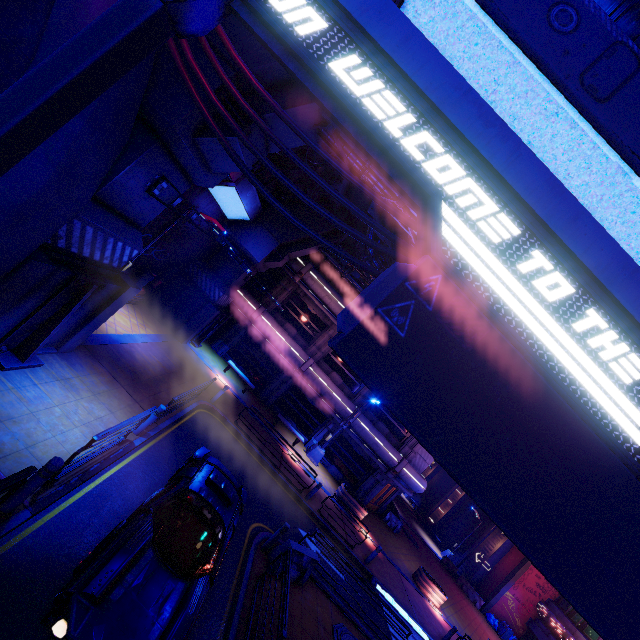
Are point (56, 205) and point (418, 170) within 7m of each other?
yes

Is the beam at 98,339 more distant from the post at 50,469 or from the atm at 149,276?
the post at 50,469

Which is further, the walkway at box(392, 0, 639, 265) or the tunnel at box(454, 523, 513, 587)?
the tunnel at box(454, 523, 513, 587)

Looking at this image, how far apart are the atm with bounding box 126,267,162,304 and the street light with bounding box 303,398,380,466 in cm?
1403

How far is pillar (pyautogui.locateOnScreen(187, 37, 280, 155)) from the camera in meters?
6.8 m

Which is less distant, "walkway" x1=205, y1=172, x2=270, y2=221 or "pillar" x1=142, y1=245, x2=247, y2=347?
"walkway" x1=205, y1=172, x2=270, y2=221

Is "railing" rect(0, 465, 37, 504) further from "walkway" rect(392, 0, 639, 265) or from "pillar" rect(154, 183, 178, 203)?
"walkway" rect(392, 0, 639, 265)

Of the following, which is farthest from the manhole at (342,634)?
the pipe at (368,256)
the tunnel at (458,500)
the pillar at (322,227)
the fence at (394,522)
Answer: the tunnel at (458,500)
